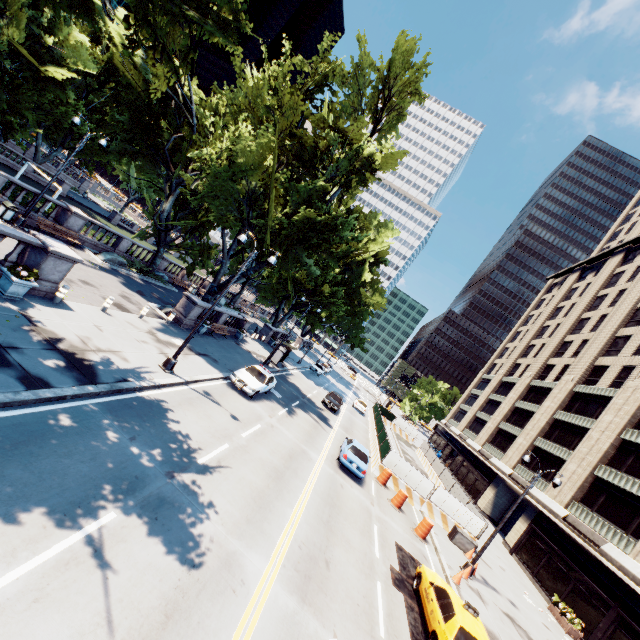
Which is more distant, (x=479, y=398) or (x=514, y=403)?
(x=479, y=398)

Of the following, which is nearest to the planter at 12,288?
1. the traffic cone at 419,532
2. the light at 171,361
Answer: the light at 171,361

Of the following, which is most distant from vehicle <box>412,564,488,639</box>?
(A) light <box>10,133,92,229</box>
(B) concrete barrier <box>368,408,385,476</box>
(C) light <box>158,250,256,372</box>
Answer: (A) light <box>10,133,92,229</box>

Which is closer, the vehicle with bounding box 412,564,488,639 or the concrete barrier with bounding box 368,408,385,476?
the vehicle with bounding box 412,564,488,639

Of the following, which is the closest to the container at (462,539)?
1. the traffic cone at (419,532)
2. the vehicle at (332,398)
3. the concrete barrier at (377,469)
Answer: the concrete barrier at (377,469)

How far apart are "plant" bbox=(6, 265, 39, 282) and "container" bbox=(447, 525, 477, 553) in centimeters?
2610cm

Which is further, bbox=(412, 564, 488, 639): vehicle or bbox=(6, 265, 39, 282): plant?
bbox=(6, 265, 39, 282): plant

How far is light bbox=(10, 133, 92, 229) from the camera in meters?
18.9
